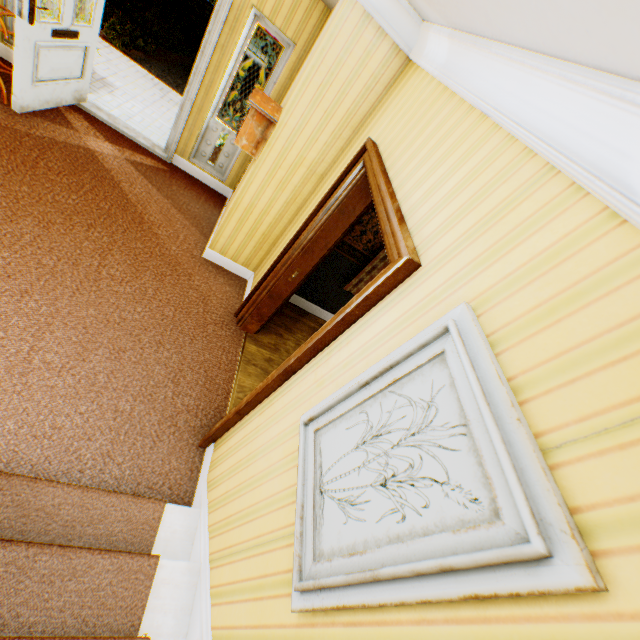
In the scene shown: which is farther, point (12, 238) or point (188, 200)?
point (188, 200)

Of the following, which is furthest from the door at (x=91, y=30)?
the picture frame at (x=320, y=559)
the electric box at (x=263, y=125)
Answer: the picture frame at (x=320, y=559)

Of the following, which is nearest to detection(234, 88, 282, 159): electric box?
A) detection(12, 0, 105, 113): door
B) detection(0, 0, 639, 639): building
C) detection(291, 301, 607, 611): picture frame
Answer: detection(0, 0, 639, 639): building

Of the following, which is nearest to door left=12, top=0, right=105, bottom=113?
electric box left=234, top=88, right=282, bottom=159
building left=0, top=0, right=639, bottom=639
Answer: building left=0, top=0, right=639, bottom=639

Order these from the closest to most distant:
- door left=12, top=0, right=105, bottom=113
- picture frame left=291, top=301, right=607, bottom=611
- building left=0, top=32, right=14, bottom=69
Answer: picture frame left=291, top=301, right=607, bottom=611
door left=12, top=0, right=105, bottom=113
building left=0, top=32, right=14, bottom=69

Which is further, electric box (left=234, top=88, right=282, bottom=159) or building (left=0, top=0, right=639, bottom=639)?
electric box (left=234, top=88, right=282, bottom=159)

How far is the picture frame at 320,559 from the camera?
0.7 meters

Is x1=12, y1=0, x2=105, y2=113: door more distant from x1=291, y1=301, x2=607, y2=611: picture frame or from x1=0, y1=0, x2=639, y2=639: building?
x1=291, y1=301, x2=607, y2=611: picture frame
